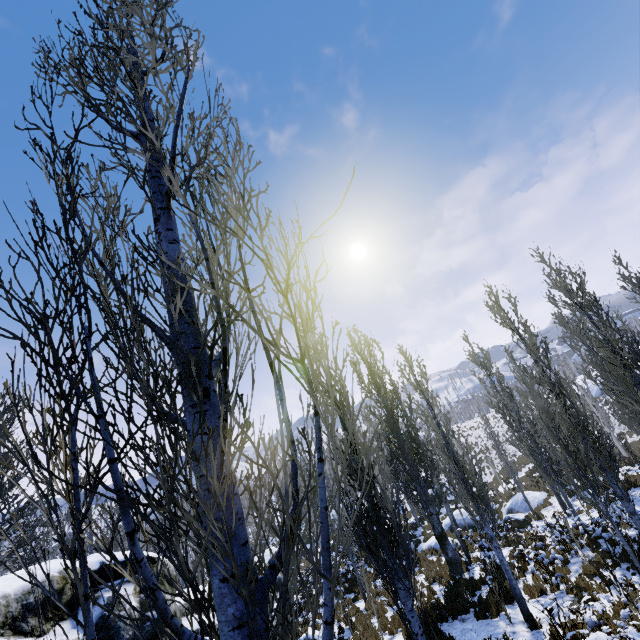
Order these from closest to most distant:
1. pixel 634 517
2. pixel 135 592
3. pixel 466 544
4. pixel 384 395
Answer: pixel 135 592, pixel 634 517, pixel 384 395, pixel 466 544

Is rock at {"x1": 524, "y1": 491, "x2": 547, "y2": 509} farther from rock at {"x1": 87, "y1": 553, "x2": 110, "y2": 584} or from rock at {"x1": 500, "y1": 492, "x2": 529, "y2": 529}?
rock at {"x1": 87, "y1": 553, "x2": 110, "y2": 584}

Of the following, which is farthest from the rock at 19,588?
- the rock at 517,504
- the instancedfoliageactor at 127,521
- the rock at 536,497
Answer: the rock at 536,497

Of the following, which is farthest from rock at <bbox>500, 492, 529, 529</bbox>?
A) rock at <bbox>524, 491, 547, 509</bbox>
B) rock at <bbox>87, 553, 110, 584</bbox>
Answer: rock at <bbox>87, 553, 110, 584</bbox>

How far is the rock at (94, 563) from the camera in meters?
6.2

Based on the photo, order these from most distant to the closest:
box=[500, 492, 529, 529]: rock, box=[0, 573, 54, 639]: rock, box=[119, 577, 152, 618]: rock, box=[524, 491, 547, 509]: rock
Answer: box=[524, 491, 547, 509]: rock < box=[500, 492, 529, 529]: rock < box=[119, 577, 152, 618]: rock < box=[0, 573, 54, 639]: rock

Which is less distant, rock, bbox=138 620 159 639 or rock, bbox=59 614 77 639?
rock, bbox=59 614 77 639

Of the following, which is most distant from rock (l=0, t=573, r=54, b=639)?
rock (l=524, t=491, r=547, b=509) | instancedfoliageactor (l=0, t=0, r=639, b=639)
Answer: rock (l=524, t=491, r=547, b=509)
